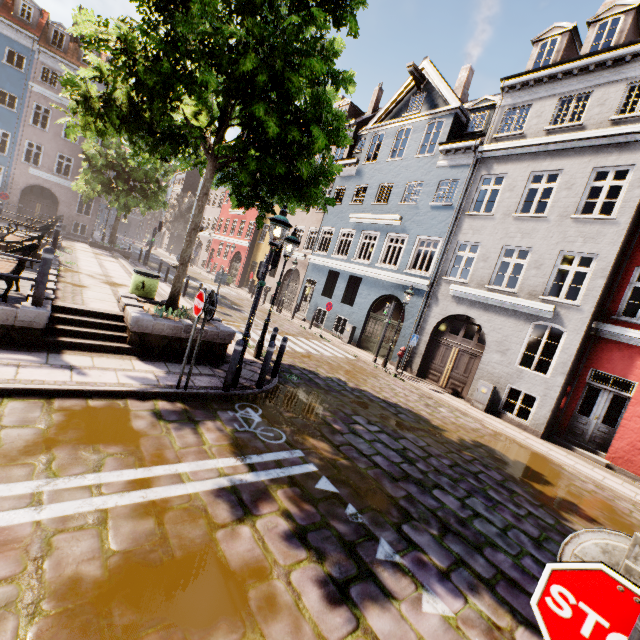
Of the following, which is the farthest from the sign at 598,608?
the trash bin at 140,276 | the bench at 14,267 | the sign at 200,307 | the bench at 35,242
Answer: the bench at 35,242

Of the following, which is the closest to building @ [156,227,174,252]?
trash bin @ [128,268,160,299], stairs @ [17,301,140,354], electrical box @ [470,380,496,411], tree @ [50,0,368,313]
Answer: electrical box @ [470,380,496,411]

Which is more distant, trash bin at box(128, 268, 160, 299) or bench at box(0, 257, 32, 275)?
trash bin at box(128, 268, 160, 299)

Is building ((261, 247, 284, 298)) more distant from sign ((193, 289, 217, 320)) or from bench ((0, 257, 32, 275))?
bench ((0, 257, 32, 275))

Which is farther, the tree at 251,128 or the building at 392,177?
the building at 392,177

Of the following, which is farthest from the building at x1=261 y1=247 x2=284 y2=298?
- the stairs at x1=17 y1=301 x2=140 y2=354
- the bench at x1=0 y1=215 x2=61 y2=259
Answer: the bench at x1=0 y1=215 x2=61 y2=259

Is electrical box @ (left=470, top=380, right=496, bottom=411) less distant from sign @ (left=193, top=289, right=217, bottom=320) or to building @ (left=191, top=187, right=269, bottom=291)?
building @ (left=191, top=187, right=269, bottom=291)

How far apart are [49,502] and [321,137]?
7.6 meters
